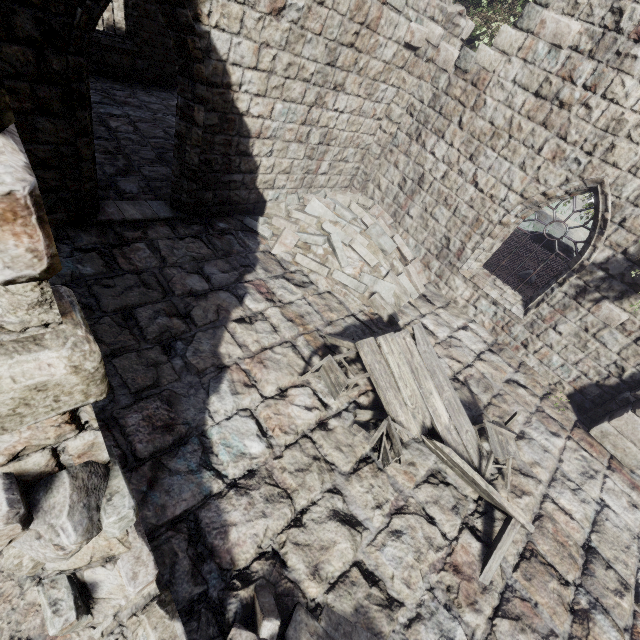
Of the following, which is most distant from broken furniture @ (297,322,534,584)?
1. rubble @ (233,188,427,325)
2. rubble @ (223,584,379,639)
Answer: rubble @ (223,584,379,639)

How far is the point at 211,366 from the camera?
5.3m

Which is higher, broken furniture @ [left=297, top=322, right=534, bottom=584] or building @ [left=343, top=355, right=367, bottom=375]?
broken furniture @ [left=297, top=322, right=534, bottom=584]

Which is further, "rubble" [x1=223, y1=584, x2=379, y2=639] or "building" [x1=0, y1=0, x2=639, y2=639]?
"rubble" [x1=223, y1=584, x2=379, y2=639]

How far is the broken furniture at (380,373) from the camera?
4.8m

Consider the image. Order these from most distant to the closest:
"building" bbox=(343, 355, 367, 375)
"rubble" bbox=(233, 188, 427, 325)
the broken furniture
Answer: "rubble" bbox=(233, 188, 427, 325)
"building" bbox=(343, 355, 367, 375)
the broken furniture

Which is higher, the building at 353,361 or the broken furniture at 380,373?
the broken furniture at 380,373
